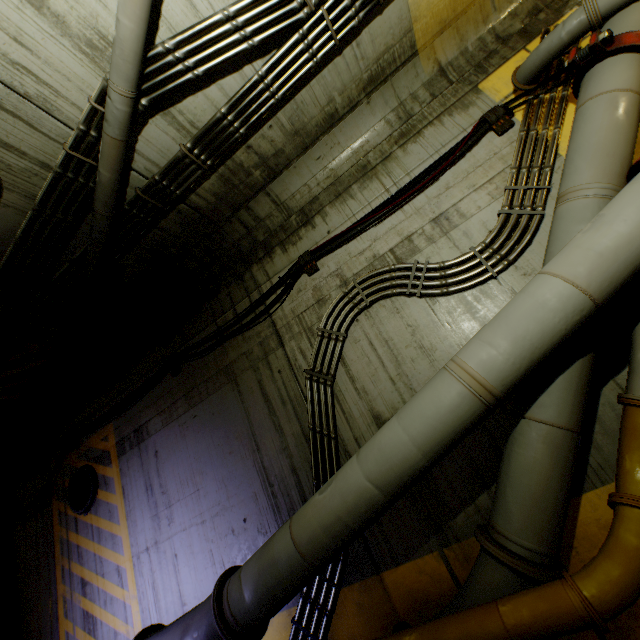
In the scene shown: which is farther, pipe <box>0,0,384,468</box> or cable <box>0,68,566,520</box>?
cable <box>0,68,566,520</box>

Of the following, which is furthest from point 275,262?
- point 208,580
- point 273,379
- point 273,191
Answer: point 208,580

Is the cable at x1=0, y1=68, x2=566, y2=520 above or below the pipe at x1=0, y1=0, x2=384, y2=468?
below

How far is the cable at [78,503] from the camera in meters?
5.8 m

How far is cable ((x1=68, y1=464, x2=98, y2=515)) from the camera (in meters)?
5.80

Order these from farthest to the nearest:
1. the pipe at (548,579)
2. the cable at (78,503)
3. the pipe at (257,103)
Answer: the cable at (78,503), the pipe at (257,103), the pipe at (548,579)

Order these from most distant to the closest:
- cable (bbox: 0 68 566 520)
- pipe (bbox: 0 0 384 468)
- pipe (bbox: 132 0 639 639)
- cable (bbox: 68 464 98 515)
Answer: cable (bbox: 68 464 98 515)
cable (bbox: 0 68 566 520)
pipe (bbox: 0 0 384 468)
pipe (bbox: 132 0 639 639)
